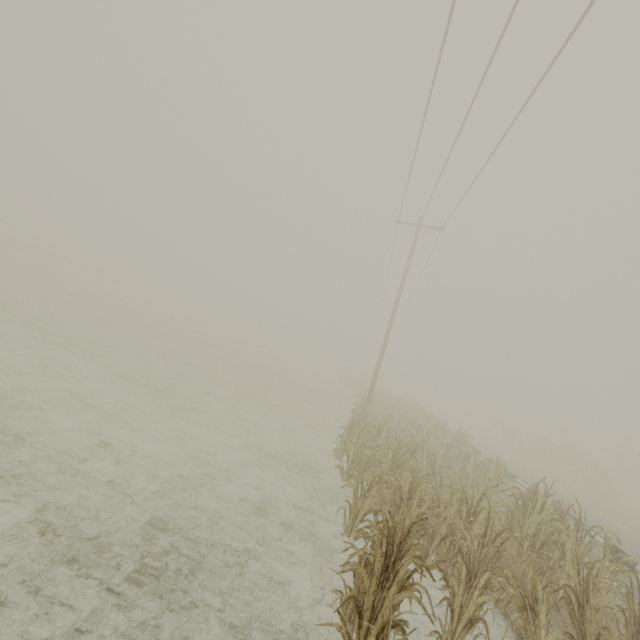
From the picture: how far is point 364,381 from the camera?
39.2m

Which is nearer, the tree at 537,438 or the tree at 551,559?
the tree at 551,559

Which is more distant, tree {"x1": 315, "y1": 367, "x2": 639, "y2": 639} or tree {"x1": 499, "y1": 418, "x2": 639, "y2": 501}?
tree {"x1": 499, "y1": 418, "x2": 639, "y2": 501}
